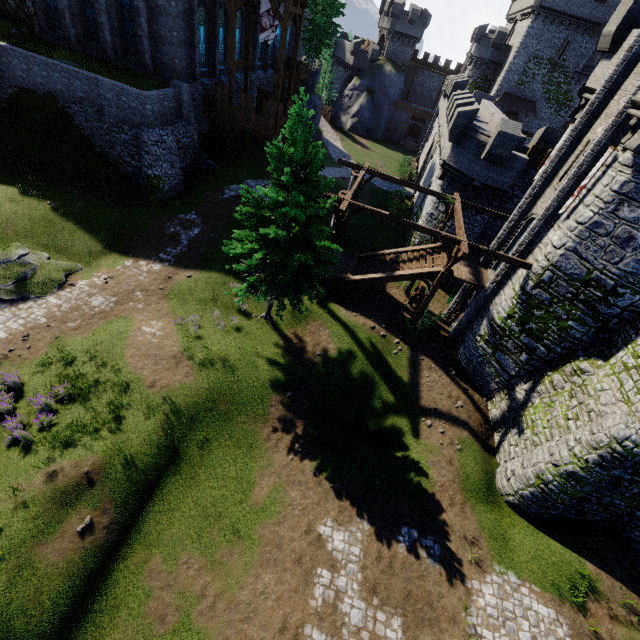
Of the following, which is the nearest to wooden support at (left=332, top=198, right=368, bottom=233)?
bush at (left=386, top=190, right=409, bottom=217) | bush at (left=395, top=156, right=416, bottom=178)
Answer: bush at (left=386, top=190, right=409, bottom=217)

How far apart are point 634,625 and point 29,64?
42.17m

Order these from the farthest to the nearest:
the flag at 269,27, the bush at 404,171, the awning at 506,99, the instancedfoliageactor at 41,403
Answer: the bush at 404,171 < the awning at 506,99 < the flag at 269,27 < the instancedfoliageactor at 41,403

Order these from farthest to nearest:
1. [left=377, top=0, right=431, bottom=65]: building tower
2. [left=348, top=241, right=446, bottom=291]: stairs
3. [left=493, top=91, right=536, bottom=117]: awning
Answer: [left=377, top=0, right=431, bottom=65]: building tower < [left=493, top=91, right=536, bottom=117]: awning < [left=348, top=241, right=446, bottom=291]: stairs

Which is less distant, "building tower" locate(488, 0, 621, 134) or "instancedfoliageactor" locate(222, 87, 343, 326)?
"instancedfoliageactor" locate(222, 87, 343, 326)

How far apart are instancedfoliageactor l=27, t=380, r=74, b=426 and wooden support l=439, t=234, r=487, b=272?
18.0m

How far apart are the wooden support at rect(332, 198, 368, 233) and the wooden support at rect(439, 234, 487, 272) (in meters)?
3.68

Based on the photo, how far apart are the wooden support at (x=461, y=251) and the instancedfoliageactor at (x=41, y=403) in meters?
18.0
